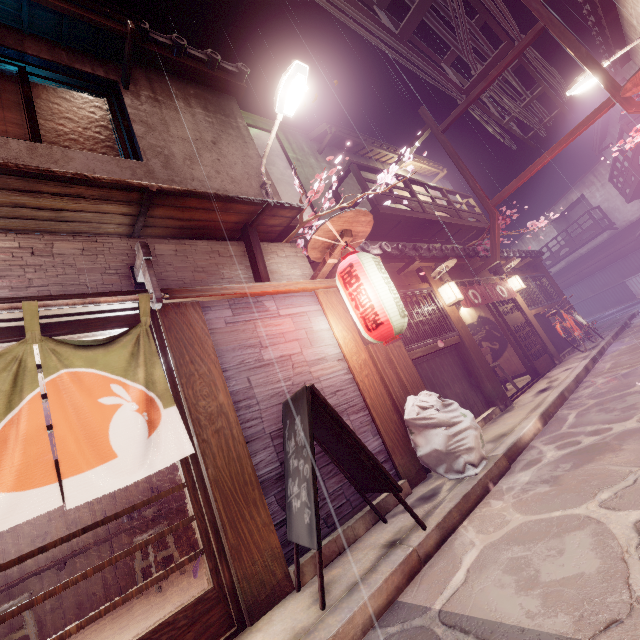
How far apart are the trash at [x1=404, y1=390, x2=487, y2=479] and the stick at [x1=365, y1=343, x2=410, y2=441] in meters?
0.1 m

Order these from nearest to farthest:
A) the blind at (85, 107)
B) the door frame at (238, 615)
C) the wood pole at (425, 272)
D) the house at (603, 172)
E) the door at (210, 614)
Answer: the door at (210, 614) < the door frame at (238, 615) < the blind at (85, 107) < the wood pole at (425, 272) < the house at (603, 172)

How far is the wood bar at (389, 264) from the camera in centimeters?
1084cm

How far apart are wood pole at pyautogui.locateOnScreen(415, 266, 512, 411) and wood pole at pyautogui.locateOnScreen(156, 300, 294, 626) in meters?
8.8 m

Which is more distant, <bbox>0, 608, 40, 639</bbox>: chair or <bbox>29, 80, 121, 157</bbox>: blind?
<bbox>29, 80, 121, 157</bbox>: blind

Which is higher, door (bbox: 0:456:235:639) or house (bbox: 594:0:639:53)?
house (bbox: 594:0:639:53)

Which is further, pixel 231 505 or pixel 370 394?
pixel 370 394

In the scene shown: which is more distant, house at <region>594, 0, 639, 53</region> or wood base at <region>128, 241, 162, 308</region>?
house at <region>594, 0, 639, 53</region>
